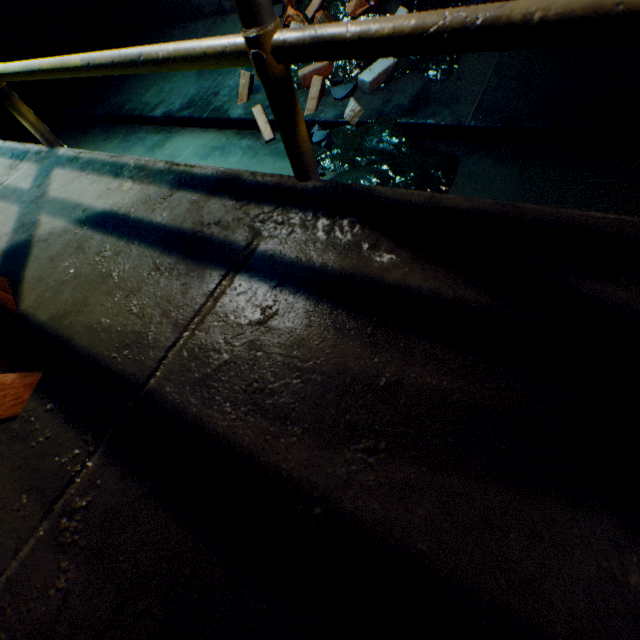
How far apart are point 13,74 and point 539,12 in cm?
141

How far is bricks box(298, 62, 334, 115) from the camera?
2.66m

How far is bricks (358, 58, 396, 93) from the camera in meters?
2.5

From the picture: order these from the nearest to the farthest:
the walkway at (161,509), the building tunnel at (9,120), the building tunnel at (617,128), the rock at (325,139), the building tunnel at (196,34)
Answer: the walkway at (161,509)
the building tunnel at (617,128)
the rock at (325,139)
the building tunnel at (196,34)
the building tunnel at (9,120)

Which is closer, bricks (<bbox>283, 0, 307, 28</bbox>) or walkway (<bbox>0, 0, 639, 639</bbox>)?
walkway (<bbox>0, 0, 639, 639</bbox>)

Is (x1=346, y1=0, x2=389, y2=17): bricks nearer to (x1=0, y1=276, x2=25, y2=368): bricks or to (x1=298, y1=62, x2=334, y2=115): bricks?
(x1=298, y1=62, x2=334, y2=115): bricks

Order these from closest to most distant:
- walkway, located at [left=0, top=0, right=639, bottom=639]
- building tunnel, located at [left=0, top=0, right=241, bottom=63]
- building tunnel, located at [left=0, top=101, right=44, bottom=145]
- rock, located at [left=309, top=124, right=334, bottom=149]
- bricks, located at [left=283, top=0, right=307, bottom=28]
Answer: walkway, located at [left=0, top=0, right=639, bottom=639] → rock, located at [left=309, top=124, right=334, bottom=149] → bricks, located at [left=283, top=0, right=307, bottom=28] → building tunnel, located at [left=0, top=0, right=241, bottom=63] → building tunnel, located at [left=0, top=101, right=44, bottom=145]

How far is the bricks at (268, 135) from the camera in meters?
2.8 m
